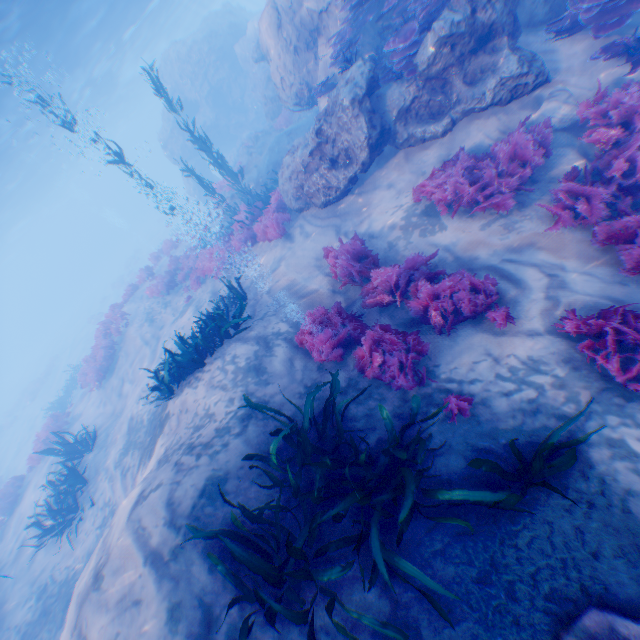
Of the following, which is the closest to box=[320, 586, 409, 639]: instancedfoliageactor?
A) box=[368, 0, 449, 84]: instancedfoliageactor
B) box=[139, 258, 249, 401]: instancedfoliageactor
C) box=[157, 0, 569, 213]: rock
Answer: box=[139, 258, 249, 401]: instancedfoliageactor

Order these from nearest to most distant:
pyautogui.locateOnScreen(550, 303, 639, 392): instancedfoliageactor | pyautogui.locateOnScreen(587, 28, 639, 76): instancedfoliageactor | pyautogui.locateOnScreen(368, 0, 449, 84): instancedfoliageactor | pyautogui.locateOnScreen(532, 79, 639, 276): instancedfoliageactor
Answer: pyautogui.locateOnScreen(550, 303, 639, 392): instancedfoliageactor < pyautogui.locateOnScreen(532, 79, 639, 276): instancedfoliageactor < pyautogui.locateOnScreen(587, 28, 639, 76): instancedfoliageactor < pyautogui.locateOnScreen(368, 0, 449, 84): instancedfoliageactor

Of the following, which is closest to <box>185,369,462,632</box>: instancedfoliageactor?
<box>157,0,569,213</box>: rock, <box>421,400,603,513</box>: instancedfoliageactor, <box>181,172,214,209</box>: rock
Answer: <box>421,400,603,513</box>: instancedfoliageactor

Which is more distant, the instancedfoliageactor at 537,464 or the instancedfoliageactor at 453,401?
the instancedfoliageactor at 453,401

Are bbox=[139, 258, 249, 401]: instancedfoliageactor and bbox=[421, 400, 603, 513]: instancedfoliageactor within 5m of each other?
no

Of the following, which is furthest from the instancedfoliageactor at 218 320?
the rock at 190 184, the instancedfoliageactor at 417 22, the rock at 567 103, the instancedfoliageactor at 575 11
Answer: the rock at 190 184

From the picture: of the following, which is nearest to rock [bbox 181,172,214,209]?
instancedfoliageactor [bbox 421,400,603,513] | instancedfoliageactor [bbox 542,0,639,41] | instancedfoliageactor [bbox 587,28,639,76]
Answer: instancedfoliageactor [bbox 587,28,639,76]

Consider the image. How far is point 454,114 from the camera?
7.4 meters
